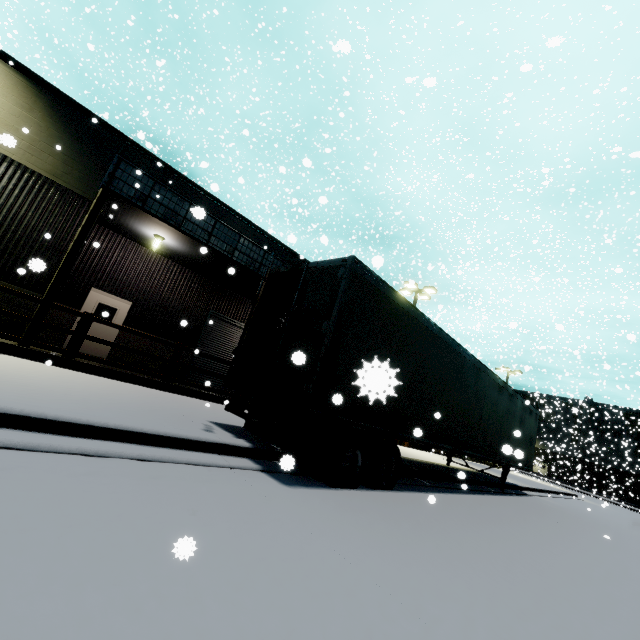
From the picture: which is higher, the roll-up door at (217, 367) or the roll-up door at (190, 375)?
the roll-up door at (217, 367)

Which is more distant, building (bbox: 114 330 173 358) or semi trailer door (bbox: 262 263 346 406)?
building (bbox: 114 330 173 358)

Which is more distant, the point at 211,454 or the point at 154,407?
the point at 154,407

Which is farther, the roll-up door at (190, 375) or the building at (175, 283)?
the roll-up door at (190, 375)

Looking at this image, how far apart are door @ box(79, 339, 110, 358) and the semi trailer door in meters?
10.3

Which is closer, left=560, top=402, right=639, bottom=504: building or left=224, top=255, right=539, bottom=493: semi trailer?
left=224, top=255, right=539, bottom=493: semi trailer
